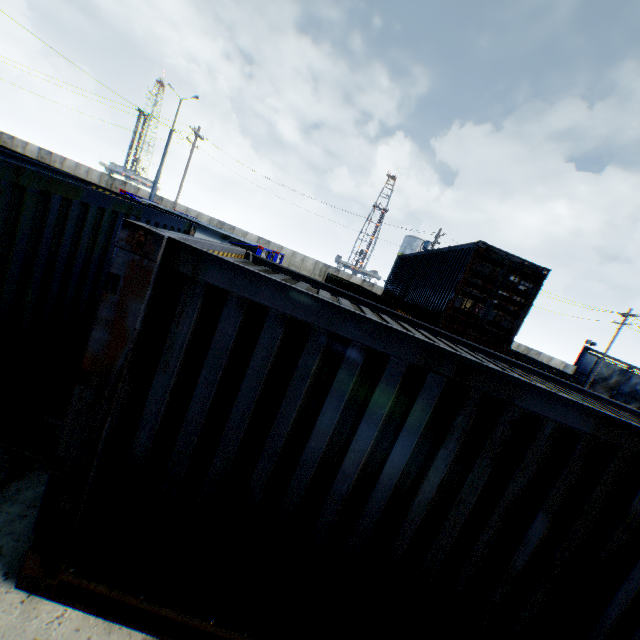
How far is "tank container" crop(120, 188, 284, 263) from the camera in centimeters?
1478cm

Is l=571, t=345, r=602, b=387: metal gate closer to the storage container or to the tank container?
the tank container

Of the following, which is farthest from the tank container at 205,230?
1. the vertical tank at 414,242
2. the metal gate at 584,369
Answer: the metal gate at 584,369

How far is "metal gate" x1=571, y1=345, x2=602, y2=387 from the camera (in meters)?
35.72

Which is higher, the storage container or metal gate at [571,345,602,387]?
metal gate at [571,345,602,387]

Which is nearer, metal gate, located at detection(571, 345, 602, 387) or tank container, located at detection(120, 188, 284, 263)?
tank container, located at detection(120, 188, 284, 263)

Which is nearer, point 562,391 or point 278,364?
point 278,364

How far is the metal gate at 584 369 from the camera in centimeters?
3572cm
